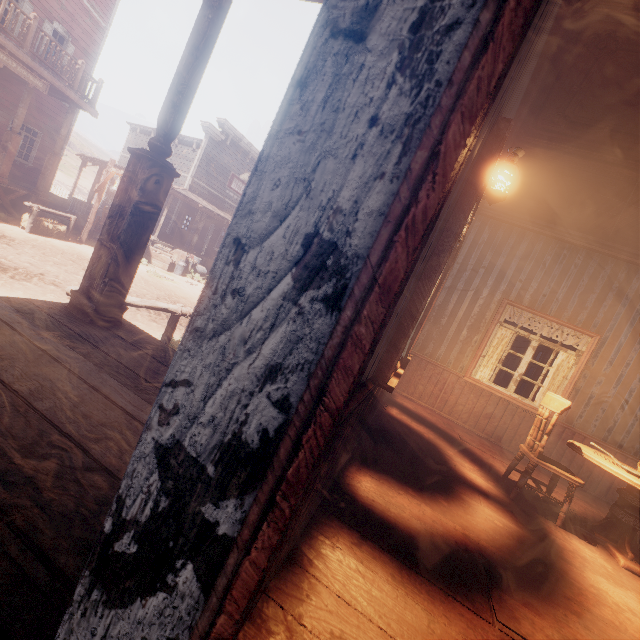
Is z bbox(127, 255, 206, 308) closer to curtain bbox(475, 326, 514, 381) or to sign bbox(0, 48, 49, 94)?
curtain bbox(475, 326, 514, 381)

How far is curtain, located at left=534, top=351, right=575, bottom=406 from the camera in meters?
5.5 m

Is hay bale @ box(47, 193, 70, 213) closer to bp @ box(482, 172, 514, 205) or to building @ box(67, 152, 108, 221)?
building @ box(67, 152, 108, 221)

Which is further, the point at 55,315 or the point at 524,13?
the point at 55,315

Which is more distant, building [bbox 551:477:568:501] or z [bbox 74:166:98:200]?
z [bbox 74:166:98:200]

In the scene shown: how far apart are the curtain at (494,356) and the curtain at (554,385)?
0.77m

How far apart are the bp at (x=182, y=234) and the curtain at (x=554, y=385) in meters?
18.7 m

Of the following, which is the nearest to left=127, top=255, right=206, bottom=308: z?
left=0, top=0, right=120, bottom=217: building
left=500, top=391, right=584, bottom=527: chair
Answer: left=0, top=0, right=120, bottom=217: building
